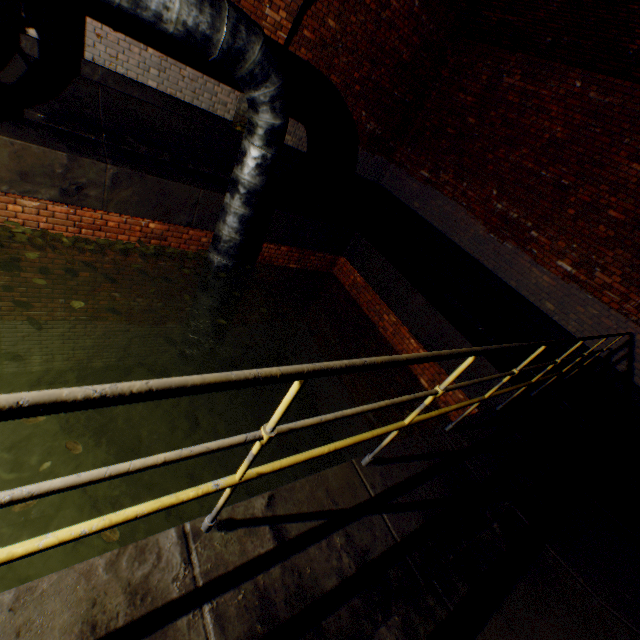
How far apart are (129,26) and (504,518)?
8.2 meters

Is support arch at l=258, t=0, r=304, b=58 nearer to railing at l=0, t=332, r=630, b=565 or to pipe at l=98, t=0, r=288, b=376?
pipe at l=98, t=0, r=288, b=376

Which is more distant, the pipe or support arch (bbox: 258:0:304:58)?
support arch (bbox: 258:0:304:58)

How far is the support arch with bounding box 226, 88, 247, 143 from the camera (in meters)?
6.42

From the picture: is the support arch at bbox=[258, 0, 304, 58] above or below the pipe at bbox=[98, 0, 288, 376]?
above

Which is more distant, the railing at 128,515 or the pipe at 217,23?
the pipe at 217,23

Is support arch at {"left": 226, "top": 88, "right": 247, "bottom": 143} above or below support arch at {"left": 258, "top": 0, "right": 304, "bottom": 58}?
below

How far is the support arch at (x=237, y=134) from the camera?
6.4m
